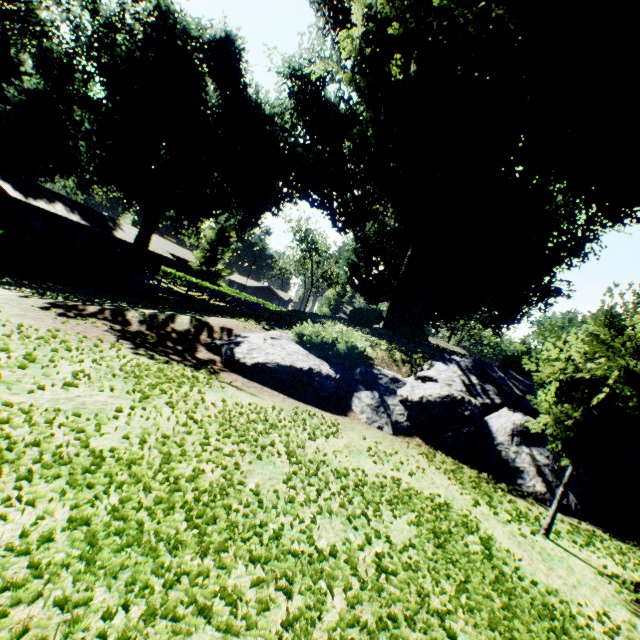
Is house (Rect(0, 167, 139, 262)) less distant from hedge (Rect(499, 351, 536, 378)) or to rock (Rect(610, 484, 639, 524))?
rock (Rect(610, 484, 639, 524))

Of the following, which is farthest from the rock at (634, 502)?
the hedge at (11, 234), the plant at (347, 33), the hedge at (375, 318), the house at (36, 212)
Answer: the house at (36, 212)

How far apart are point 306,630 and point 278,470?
2.4m

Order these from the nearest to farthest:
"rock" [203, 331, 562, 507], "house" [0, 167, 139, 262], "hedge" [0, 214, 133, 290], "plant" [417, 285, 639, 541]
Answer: "plant" [417, 285, 639, 541], "rock" [203, 331, 562, 507], "hedge" [0, 214, 133, 290], "house" [0, 167, 139, 262]

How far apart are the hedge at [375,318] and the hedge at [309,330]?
8.5m

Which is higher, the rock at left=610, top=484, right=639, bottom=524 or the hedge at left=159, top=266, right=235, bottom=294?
the rock at left=610, top=484, right=639, bottom=524

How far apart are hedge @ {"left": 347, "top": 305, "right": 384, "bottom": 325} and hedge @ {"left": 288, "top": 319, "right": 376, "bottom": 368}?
8.46m

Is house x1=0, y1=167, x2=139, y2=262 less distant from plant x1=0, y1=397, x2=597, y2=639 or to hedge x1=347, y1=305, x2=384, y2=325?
plant x1=0, y1=397, x2=597, y2=639
